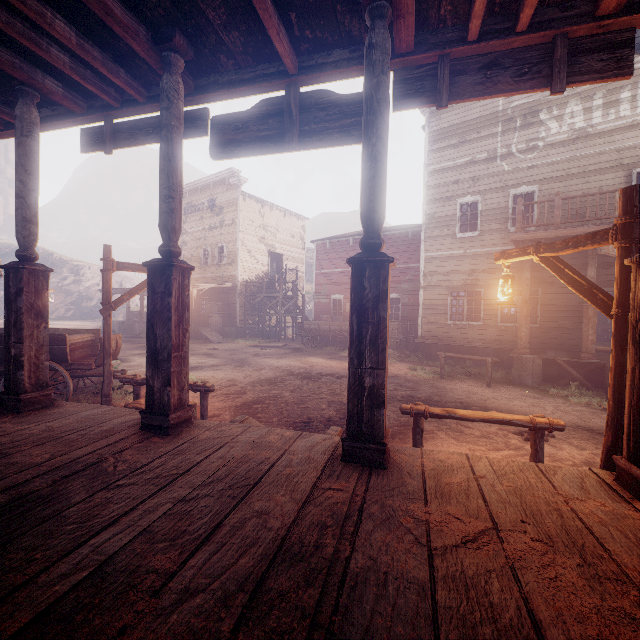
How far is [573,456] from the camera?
5.1 meters

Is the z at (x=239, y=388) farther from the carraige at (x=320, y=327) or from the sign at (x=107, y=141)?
the sign at (x=107, y=141)

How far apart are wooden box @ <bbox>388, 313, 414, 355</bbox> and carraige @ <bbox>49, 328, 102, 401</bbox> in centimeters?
1194cm

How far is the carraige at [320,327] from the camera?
18.75m

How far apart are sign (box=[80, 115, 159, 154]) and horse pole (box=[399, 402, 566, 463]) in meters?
3.3 m

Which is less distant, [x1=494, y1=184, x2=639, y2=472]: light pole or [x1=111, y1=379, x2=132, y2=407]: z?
[x1=494, y1=184, x2=639, y2=472]: light pole

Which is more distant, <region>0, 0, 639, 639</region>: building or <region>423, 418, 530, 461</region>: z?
<region>423, 418, 530, 461</region>: z
